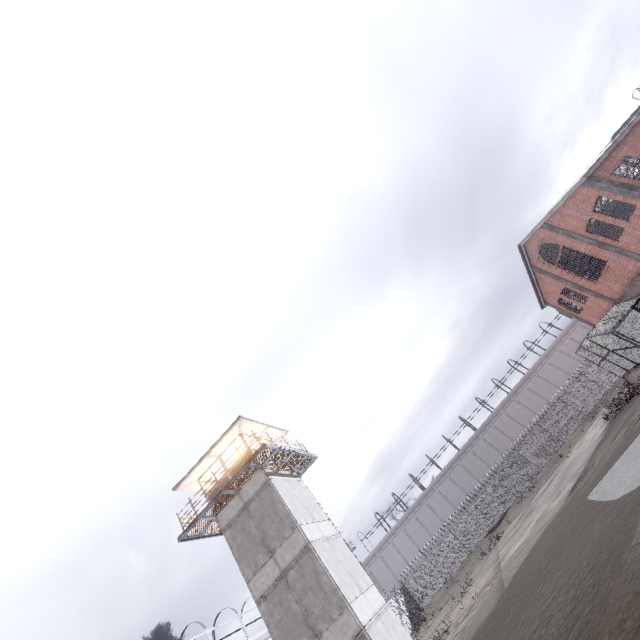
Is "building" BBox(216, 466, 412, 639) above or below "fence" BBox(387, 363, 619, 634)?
A: above

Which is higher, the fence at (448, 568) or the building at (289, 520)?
the building at (289, 520)

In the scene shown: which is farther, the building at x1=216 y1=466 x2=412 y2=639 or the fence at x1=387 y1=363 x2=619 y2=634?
the fence at x1=387 y1=363 x2=619 y2=634

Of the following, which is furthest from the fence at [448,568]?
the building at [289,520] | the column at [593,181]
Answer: the column at [593,181]

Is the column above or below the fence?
above

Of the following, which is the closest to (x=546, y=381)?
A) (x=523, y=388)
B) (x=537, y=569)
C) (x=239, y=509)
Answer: (x=523, y=388)

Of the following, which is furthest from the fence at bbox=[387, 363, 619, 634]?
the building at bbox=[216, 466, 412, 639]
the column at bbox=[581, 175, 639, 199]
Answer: the column at bbox=[581, 175, 639, 199]

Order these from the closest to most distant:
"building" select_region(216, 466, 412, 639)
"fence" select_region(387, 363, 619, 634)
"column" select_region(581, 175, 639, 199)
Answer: "building" select_region(216, 466, 412, 639)
"column" select_region(581, 175, 639, 199)
"fence" select_region(387, 363, 619, 634)
